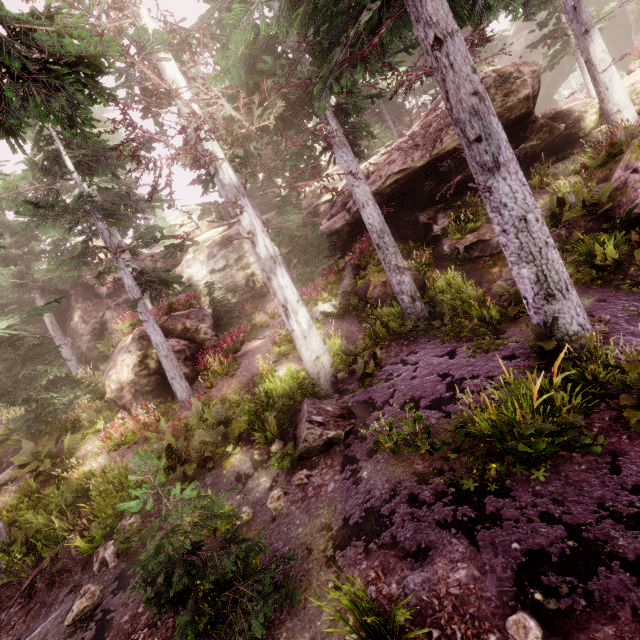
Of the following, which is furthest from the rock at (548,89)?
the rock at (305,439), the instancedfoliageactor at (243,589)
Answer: the rock at (305,439)

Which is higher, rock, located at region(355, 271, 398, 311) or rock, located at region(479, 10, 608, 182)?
rock, located at region(479, 10, 608, 182)

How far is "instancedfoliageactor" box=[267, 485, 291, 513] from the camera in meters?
7.2

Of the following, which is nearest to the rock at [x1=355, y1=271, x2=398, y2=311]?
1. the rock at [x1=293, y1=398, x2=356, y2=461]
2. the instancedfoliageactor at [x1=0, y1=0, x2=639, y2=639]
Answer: the instancedfoliageactor at [x1=0, y1=0, x2=639, y2=639]

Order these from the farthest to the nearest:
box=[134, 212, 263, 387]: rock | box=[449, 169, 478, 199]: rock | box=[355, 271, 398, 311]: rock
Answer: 1. box=[134, 212, 263, 387]: rock
2. box=[449, 169, 478, 199]: rock
3. box=[355, 271, 398, 311]: rock

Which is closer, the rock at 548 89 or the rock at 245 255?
the rock at 548 89

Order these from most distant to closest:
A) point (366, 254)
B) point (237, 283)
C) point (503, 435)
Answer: point (237, 283)
point (366, 254)
point (503, 435)
